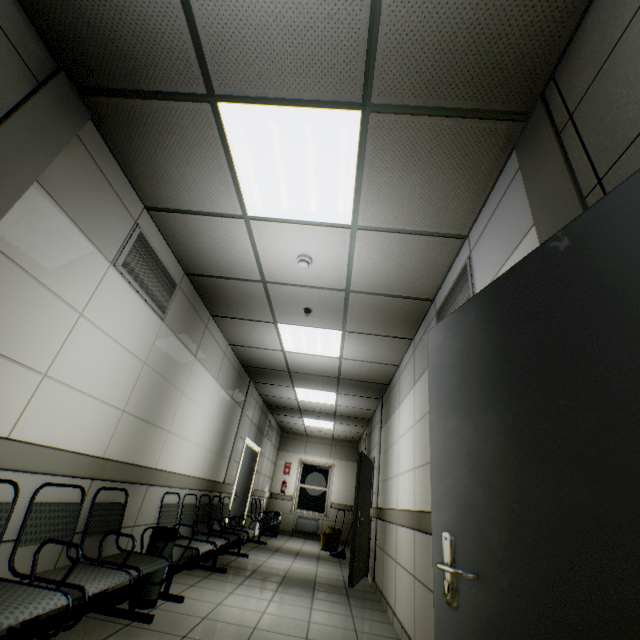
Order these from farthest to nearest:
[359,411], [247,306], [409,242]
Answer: [359,411] < [247,306] < [409,242]

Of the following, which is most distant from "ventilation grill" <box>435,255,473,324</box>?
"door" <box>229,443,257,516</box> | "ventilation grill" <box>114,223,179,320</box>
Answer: "door" <box>229,443,257,516</box>

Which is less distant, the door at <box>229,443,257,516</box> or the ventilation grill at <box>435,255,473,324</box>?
the ventilation grill at <box>435,255,473,324</box>

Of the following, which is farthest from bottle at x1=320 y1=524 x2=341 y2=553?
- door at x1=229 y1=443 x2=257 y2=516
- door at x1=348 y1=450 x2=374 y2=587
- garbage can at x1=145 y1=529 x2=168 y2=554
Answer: garbage can at x1=145 y1=529 x2=168 y2=554

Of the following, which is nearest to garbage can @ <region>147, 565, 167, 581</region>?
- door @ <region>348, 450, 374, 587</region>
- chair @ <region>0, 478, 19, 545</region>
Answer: chair @ <region>0, 478, 19, 545</region>

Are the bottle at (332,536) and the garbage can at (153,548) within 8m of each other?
yes

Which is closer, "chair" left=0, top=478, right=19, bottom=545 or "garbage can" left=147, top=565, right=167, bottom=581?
"chair" left=0, top=478, right=19, bottom=545

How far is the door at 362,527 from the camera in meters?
5.3 m
